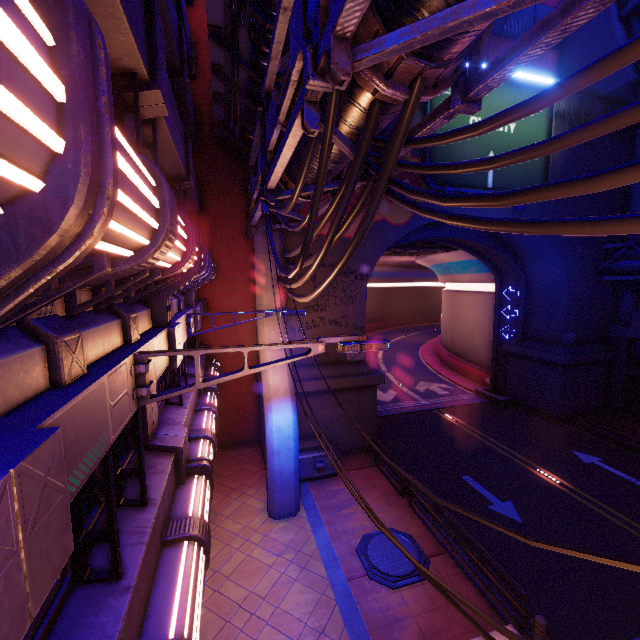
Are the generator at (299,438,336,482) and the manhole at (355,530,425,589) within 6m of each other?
yes

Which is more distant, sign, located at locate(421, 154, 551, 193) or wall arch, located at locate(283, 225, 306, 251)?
sign, located at locate(421, 154, 551, 193)

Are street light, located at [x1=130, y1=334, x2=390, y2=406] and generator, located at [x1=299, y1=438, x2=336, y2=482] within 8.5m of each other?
no

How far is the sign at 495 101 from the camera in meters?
15.5

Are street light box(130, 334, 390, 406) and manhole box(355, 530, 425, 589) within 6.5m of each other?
no

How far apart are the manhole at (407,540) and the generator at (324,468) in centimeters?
318cm

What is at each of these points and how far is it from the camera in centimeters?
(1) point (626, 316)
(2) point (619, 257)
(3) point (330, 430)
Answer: (1) building, 2041cm
(2) pipe, 1959cm
(3) wall arch, 1559cm

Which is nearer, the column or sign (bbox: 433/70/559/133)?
sign (bbox: 433/70/559/133)
